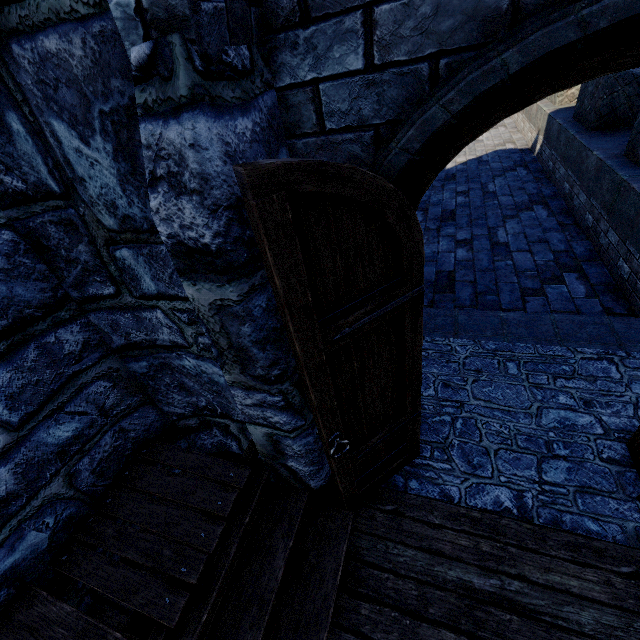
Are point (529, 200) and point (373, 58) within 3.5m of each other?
no
